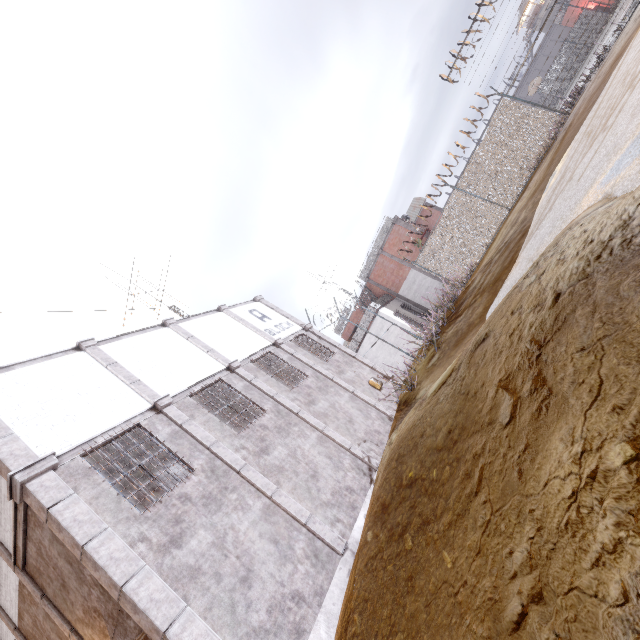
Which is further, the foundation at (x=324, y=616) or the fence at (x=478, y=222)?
the fence at (x=478, y=222)

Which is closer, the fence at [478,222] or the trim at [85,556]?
the trim at [85,556]

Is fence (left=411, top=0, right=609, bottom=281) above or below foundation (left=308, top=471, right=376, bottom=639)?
above

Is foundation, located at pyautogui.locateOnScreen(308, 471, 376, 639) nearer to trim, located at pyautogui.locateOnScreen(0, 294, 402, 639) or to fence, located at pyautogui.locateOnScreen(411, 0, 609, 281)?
trim, located at pyautogui.locateOnScreen(0, 294, 402, 639)

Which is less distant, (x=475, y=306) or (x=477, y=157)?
(x=475, y=306)

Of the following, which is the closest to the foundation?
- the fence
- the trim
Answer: the trim

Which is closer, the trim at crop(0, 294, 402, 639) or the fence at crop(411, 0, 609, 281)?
the trim at crop(0, 294, 402, 639)
